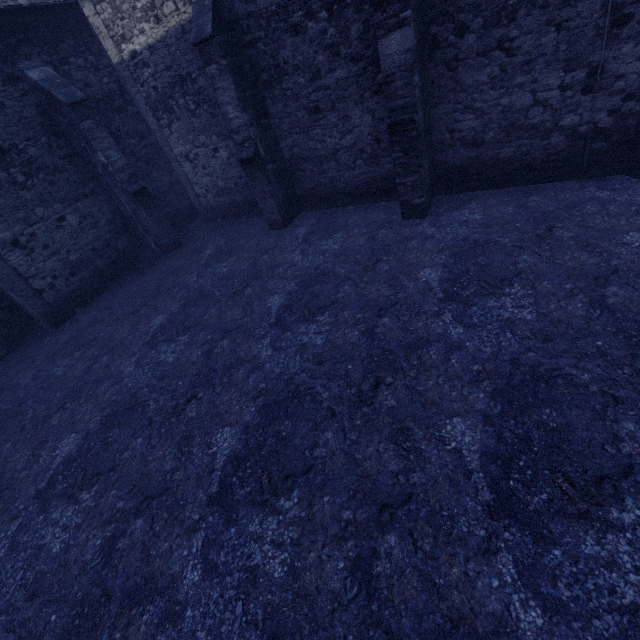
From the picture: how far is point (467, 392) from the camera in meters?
4.2 m
